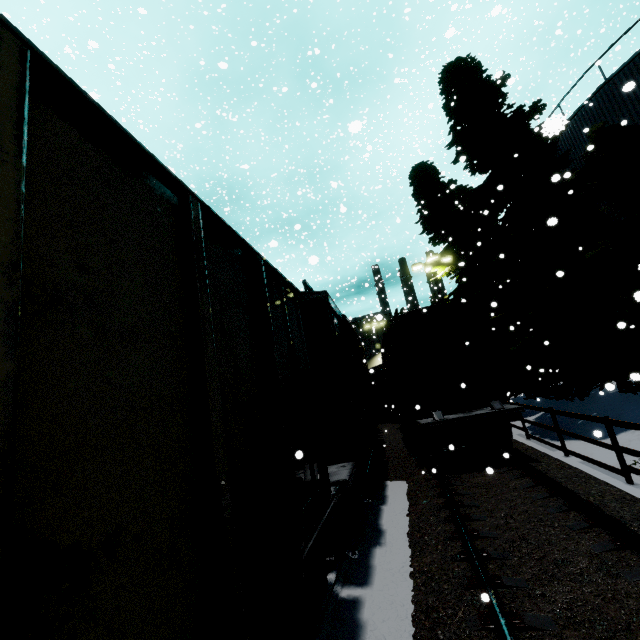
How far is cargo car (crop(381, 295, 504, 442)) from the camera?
10.48m

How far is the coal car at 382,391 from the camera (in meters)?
23.88

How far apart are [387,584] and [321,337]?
4.2 meters

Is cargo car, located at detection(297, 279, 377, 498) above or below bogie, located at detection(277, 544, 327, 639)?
above

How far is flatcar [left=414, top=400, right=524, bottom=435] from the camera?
9.1m

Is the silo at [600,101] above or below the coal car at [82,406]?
above

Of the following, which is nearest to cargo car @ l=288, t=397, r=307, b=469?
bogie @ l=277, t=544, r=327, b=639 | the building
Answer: the building
